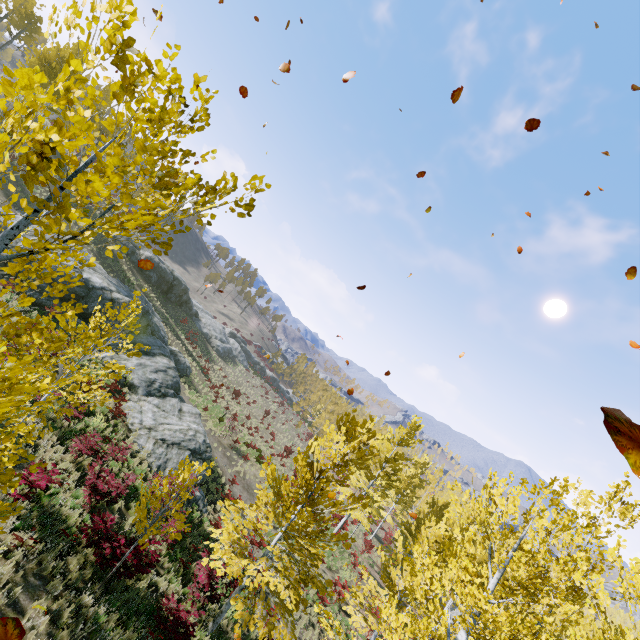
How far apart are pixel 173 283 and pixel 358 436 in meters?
39.1 m

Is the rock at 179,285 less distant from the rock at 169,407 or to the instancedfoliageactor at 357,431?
the rock at 169,407

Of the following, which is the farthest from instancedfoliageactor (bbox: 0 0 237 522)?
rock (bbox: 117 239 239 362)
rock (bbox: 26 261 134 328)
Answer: rock (bbox: 117 239 239 362)

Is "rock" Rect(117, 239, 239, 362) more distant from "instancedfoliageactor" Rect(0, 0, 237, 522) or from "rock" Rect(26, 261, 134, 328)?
"instancedfoliageactor" Rect(0, 0, 237, 522)

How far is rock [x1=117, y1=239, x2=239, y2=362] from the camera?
39.1m

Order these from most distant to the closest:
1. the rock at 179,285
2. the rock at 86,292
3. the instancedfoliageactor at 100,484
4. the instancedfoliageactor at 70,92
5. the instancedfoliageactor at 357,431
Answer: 1. the rock at 179,285
2. the rock at 86,292
3. the instancedfoliageactor at 100,484
4. the instancedfoliageactor at 357,431
5. the instancedfoliageactor at 70,92

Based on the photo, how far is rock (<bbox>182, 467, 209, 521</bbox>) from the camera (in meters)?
15.91
